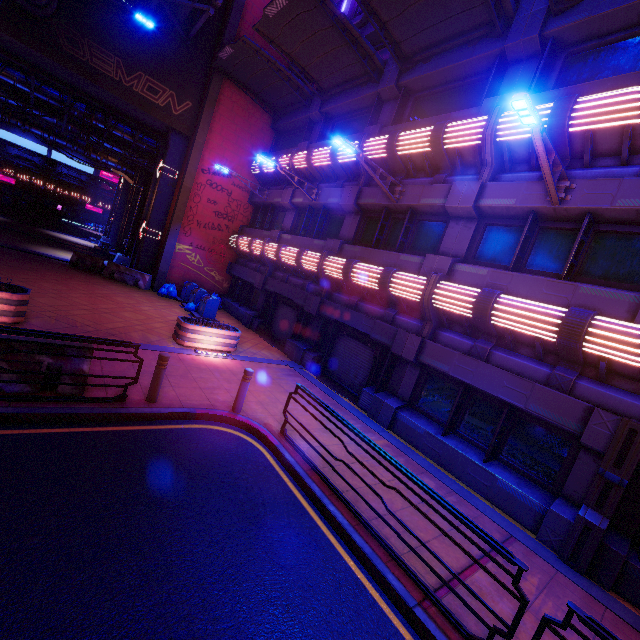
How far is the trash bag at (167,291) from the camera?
17.77m

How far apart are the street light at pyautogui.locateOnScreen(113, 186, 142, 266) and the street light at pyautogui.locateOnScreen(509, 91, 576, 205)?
22.43m

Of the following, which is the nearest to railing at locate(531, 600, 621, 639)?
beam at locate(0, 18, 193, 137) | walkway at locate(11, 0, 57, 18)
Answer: walkway at locate(11, 0, 57, 18)

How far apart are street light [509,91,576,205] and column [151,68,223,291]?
16.69m

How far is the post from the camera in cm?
667

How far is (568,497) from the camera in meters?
6.8

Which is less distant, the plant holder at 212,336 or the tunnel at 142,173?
the plant holder at 212,336

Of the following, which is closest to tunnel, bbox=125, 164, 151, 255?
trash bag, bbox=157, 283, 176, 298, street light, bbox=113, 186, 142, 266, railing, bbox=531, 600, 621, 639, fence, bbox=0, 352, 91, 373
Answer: street light, bbox=113, 186, 142, 266
